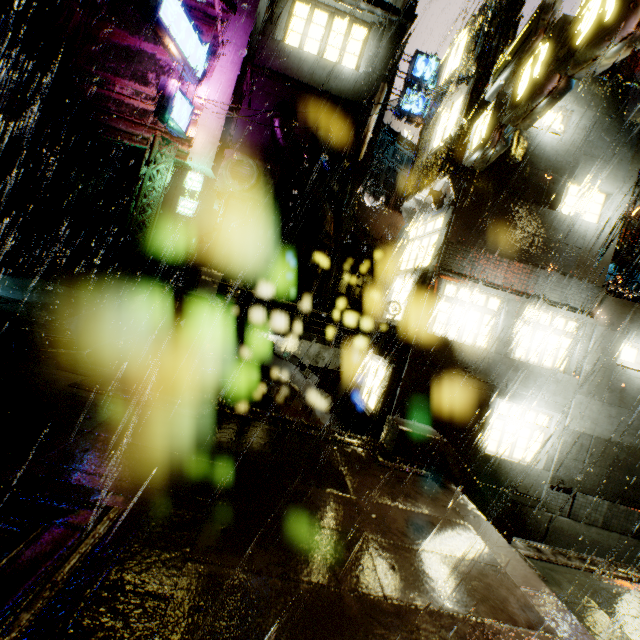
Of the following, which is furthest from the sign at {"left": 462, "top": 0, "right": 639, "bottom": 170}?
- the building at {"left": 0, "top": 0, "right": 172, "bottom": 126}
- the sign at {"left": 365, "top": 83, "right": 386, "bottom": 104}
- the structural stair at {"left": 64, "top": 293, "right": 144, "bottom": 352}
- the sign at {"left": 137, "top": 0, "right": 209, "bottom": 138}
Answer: the sign at {"left": 137, "top": 0, "right": 209, "bottom": 138}

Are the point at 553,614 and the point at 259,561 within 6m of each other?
yes

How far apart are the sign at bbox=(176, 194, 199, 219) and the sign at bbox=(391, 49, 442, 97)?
13.9m

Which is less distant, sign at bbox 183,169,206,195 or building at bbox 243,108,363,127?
sign at bbox 183,169,206,195

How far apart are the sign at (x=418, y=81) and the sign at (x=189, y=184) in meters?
13.9 m

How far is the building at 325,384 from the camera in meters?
22.4 m

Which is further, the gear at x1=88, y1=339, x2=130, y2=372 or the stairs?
the gear at x1=88, y1=339, x2=130, y2=372

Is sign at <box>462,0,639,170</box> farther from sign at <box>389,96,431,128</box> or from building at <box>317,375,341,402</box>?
sign at <box>389,96,431,128</box>
